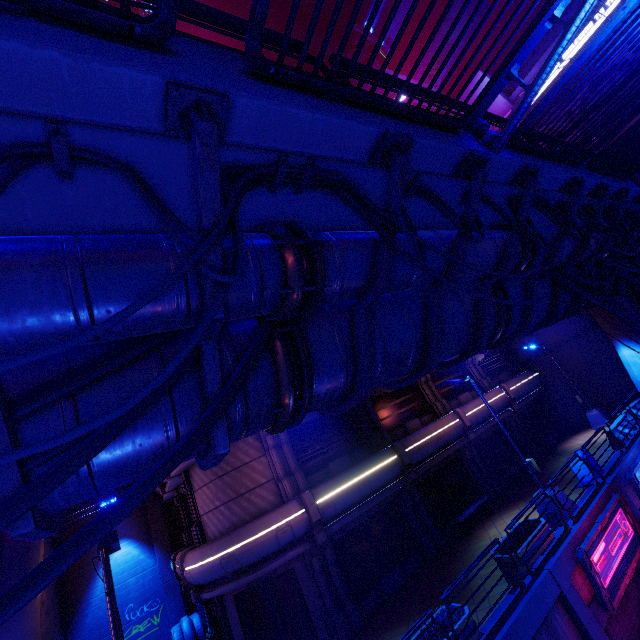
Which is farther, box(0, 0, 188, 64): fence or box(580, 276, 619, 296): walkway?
box(580, 276, 619, 296): walkway

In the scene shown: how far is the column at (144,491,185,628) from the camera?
18.89m

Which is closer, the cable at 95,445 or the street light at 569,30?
the cable at 95,445

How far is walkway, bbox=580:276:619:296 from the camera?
9.2m

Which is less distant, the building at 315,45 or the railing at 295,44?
the railing at 295,44

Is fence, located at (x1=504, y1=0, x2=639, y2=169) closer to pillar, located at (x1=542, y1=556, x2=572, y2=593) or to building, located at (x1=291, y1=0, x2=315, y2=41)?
pillar, located at (x1=542, y1=556, x2=572, y2=593)

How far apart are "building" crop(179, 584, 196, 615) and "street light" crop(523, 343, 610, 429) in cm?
2670

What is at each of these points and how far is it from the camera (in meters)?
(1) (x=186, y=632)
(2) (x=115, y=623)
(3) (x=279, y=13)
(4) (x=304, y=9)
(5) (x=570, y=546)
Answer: (1) generator, 16.89
(2) street light, 5.97
(3) building, 43.88
(4) building, 48.59
(5) beam, 9.50
